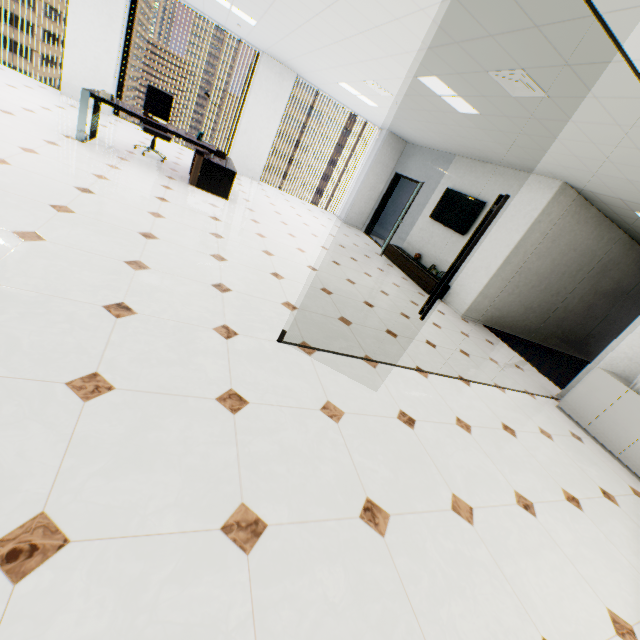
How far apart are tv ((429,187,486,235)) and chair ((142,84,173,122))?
6.2m

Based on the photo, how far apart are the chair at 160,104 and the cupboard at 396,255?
5.8m

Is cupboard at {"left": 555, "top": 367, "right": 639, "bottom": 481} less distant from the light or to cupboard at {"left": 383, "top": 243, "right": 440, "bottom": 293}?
cupboard at {"left": 383, "top": 243, "right": 440, "bottom": 293}

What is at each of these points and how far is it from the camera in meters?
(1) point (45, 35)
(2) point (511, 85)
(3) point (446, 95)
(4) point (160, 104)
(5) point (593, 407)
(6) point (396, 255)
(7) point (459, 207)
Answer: (1) building, 52.1 m
(2) ceiling vent, 3.5 m
(3) light, 4.7 m
(4) chair, 6.3 m
(5) cupboard, 4.3 m
(6) cupboard, 8.6 m
(7) tv, 7.6 m

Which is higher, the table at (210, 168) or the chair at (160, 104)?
the chair at (160, 104)

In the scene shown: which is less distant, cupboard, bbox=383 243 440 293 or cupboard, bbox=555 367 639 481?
cupboard, bbox=555 367 639 481

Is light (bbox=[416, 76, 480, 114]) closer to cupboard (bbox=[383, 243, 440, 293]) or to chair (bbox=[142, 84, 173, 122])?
cupboard (bbox=[383, 243, 440, 293])

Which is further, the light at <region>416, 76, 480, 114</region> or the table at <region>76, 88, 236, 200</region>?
the table at <region>76, 88, 236, 200</region>
